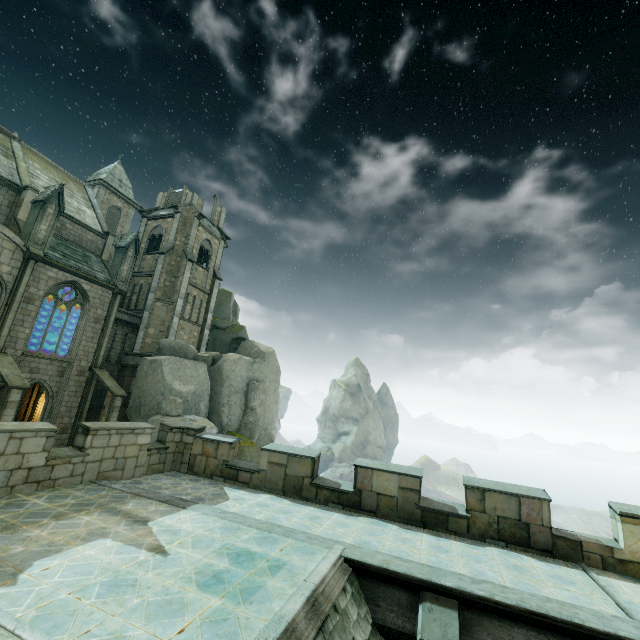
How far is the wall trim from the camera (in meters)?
25.56

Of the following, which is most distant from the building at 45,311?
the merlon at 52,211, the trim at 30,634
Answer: the trim at 30,634

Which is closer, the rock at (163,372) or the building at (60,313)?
the rock at (163,372)

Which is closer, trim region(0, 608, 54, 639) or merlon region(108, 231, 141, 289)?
trim region(0, 608, 54, 639)

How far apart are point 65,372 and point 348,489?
21.96m

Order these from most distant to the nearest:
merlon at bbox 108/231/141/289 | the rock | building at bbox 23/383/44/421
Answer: merlon at bbox 108/231/141/289
building at bbox 23/383/44/421
the rock

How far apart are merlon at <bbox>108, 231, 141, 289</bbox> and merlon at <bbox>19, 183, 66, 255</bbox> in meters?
4.6 m

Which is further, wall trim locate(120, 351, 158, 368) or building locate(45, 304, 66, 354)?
building locate(45, 304, 66, 354)
